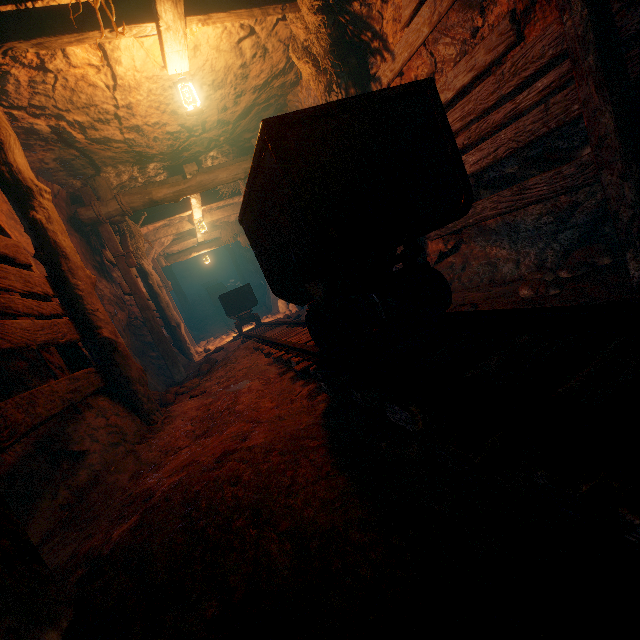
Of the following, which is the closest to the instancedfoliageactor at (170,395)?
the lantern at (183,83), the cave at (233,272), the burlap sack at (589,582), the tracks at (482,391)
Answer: the burlap sack at (589,582)

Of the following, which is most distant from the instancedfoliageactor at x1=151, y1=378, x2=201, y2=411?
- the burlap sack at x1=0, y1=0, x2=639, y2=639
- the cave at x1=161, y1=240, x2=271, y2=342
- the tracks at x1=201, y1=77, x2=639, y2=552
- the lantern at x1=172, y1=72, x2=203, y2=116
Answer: the cave at x1=161, y1=240, x2=271, y2=342

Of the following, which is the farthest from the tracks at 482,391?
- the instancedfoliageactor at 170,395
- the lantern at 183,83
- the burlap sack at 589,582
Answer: the lantern at 183,83

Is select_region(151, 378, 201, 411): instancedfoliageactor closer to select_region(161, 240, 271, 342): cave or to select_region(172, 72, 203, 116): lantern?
select_region(172, 72, 203, 116): lantern

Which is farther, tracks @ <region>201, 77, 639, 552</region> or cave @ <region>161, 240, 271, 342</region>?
cave @ <region>161, 240, 271, 342</region>

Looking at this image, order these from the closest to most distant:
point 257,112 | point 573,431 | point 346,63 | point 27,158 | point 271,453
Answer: point 573,431, point 271,453, point 346,63, point 27,158, point 257,112

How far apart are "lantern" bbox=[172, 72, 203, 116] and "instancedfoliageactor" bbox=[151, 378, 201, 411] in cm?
382

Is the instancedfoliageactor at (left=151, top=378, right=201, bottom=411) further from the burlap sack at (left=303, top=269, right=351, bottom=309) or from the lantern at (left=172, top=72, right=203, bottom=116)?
the lantern at (left=172, top=72, right=203, bottom=116)
